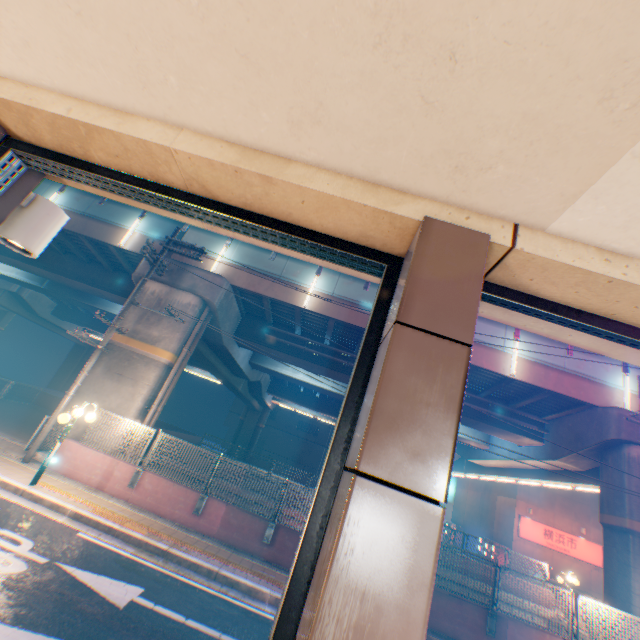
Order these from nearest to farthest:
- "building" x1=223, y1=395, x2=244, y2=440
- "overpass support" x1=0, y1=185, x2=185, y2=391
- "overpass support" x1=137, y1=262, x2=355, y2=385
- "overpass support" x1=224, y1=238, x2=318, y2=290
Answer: "overpass support" x1=137, y1=262, x2=355, y2=385
"overpass support" x1=224, y1=238, x2=318, y2=290
"overpass support" x1=0, y1=185, x2=185, y2=391
"building" x1=223, y1=395, x2=244, y2=440

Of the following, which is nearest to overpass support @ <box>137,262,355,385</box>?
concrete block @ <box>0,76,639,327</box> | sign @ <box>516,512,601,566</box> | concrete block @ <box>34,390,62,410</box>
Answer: concrete block @ <box>34,390,62,410</box>

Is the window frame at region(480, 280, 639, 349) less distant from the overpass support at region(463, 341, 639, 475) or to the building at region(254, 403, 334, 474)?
the overpass support at region(463, 341, 639, 475)

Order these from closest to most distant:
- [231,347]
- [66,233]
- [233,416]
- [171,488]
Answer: [171,488], [66,233], [231,347], [233,416]

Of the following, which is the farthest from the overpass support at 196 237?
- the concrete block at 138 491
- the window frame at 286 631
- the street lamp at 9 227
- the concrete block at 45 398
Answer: the window frame at 286 631

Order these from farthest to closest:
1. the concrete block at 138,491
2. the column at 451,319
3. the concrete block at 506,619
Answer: the concrete block at 138,491 < the concrete block at 506,619 < the column at 451,319

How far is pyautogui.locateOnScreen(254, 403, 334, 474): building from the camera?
50.6m

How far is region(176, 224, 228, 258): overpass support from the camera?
16.53m
